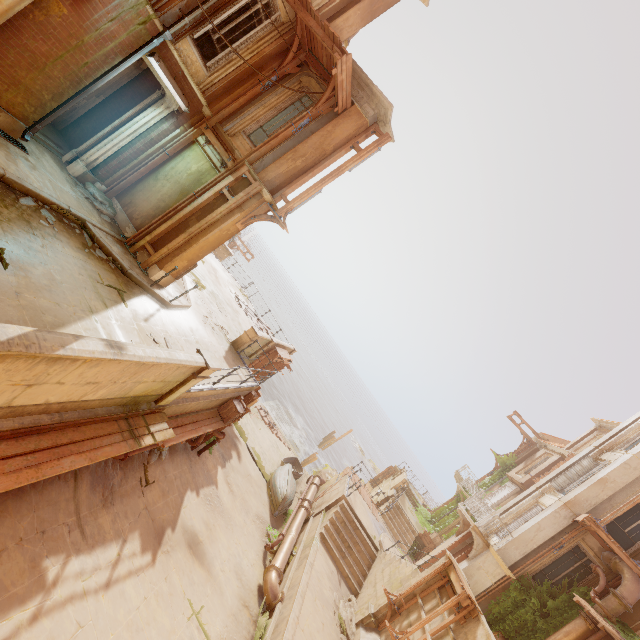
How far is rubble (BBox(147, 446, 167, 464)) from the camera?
8.8m

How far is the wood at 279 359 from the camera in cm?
1683

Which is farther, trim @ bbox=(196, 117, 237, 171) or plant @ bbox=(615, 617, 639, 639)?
plant @ bbox=(615, 617, 639, 639)

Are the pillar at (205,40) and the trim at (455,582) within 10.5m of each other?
Answer: no

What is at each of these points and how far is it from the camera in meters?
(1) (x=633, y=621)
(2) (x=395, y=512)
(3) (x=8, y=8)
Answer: (1) window, 11.5 m
(2) stairs, 22.4 m
(3) pipe, 5.7 m

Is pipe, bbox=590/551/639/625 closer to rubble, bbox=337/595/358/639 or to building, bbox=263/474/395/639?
rubble, bbox=337/595/358/639

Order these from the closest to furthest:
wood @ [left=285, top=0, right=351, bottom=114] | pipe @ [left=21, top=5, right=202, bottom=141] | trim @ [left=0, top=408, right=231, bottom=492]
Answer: trim @ [left=0, top=408, right=231, bottom=492], pipe @ [left=21, top=5, right=202, bottom=141], wood @ [left=285, top=0, right=351, bottom=114]

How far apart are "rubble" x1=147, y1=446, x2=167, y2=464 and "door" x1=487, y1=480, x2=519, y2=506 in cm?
2606
